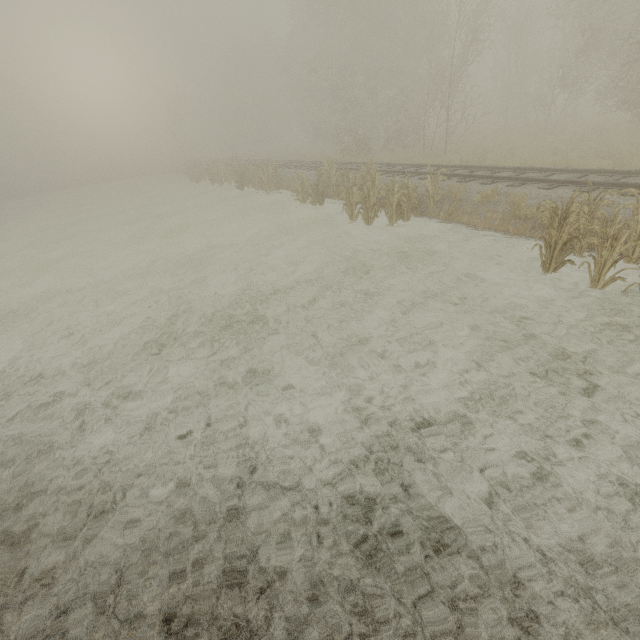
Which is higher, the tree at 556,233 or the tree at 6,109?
the tree at 6,109

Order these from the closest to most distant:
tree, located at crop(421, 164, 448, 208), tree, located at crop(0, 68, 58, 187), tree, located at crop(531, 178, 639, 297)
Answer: tree, located at crop(531, 178, 639, 297), tree, located at crop(421, 164, 448, 208), tree, located at crop(0, 68, 58, 187)

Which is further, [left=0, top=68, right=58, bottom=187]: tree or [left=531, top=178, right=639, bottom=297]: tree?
[left=0, top=68, right=58, bottom=187]: tree

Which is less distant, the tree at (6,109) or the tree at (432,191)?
the tree at (432,191)

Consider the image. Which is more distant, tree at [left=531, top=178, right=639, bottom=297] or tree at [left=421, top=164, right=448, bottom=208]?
tree at [left=421, top=164, right=448, bottom=208]

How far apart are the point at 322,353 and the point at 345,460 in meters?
2.2

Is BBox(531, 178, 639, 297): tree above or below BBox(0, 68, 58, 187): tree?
below

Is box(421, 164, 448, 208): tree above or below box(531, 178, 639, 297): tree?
above
